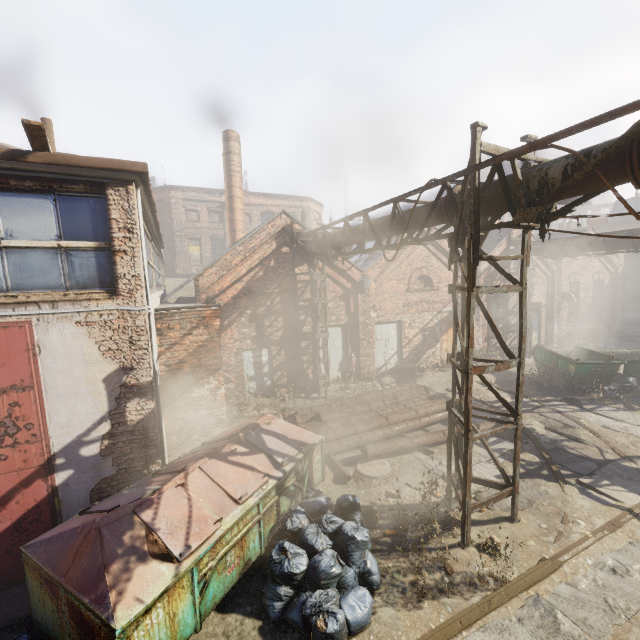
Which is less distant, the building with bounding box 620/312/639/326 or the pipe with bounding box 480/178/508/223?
the pipe with bounding box 480/178/508/223

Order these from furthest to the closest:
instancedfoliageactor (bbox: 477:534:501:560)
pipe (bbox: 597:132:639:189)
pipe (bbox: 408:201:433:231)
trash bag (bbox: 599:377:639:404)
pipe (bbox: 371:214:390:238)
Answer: trash bag (bbox: 599:377:639:404) → pipe (bbox: 371:214:390:238) → pipe (bbox: 408:201:433:231) → instancedfoliageactor (bbox: 477:534:501:560) → pipe (bbox: 597:132:639:189)

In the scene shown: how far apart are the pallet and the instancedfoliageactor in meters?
8.6

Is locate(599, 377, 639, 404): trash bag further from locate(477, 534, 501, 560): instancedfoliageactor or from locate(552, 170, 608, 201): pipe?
locate(477, 534, 501, 560): instancedfoliageactor

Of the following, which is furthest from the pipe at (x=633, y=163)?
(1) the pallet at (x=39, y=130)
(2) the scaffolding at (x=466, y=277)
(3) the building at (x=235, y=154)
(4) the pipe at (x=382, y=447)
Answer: (3) the building at (x=235, y=154)

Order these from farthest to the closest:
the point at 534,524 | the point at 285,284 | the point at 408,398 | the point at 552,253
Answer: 1. the point at 552,253
2. the point at 285,284
3. the point at 408,398
4. the point at 534,524

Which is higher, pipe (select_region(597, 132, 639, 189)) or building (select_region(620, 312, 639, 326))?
pipe (select_region(597, 132, 639, 189))

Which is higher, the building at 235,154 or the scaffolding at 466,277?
the building at 235,154
